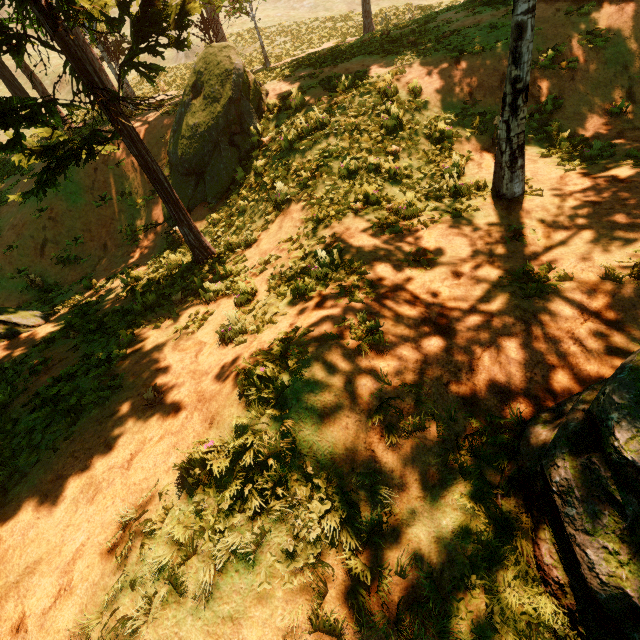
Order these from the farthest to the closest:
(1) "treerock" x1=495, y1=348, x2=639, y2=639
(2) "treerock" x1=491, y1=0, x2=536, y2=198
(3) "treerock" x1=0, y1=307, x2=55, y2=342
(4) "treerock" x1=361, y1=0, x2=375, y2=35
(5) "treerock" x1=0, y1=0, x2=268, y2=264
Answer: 1. (4) "treerock" x1=361, y1=0, x2=375, y2=35
2. (3) "treerock" x1=0, y1=307, x2=55, y2=342
3. (5) "treerock" x1=0, y1=0, x2=268, y2=264
4. (2) "treerock" x1=491, y1=0, x2=536, y2=198
5. (1) "treerock" x1=495, y1=348, x2=639, y2=639

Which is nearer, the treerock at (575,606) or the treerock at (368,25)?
the treerock at (575,606)

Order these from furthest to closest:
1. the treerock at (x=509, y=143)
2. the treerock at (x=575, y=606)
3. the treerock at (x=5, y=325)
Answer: the treerock at (x=5, y=325) < the treerock at (x=509, y=143) < the treerock at (x=575, y=606)

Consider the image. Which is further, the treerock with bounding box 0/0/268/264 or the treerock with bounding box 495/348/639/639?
the treerock with bounding box 0/0/268/264

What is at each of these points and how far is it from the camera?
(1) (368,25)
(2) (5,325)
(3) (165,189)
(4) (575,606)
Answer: (1) treerock, 21.81m
(2) treerock, 9.12m
(3) treerock, 8.75m
(4) treerock, 2.41m

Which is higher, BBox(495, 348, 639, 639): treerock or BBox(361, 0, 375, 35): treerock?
BBox(361, 0, 375, 35): treerock
